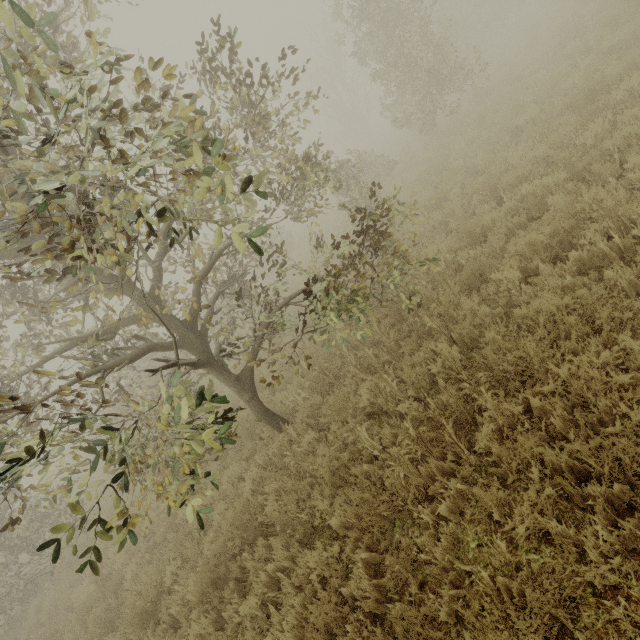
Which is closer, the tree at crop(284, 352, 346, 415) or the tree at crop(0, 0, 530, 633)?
the tree at crop(0, 0, 530, 633)

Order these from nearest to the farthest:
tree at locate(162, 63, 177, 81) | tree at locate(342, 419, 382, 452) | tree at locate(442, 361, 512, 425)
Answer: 1. tree at locate(162, 63, 177, 81)
2. tree at locate(442, 361, 512, 425)
3. tree at locate(342, 419, 382, 452)

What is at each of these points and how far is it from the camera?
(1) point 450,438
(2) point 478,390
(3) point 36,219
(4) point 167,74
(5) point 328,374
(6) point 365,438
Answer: (1) tree, 3.8 meters
(2) tree, 3.7 meters
(3) tree, 4.5 meters
(4) tree, 1.9 meters
(5) tree, 6.5 meters
(6) tree, 4.8 meters

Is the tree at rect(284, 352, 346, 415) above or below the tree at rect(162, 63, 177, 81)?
below

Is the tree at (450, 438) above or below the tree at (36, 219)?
below

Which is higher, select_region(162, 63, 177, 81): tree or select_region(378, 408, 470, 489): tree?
select_region(162, 63, 177, 81): tree

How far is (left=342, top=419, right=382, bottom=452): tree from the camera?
4.5 meters

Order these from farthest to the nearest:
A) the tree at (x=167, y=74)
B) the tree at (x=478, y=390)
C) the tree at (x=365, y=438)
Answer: the tree at (x=365, y=438) → the tree at (x=478, y=390) → the tree at (x=167, y=74)
